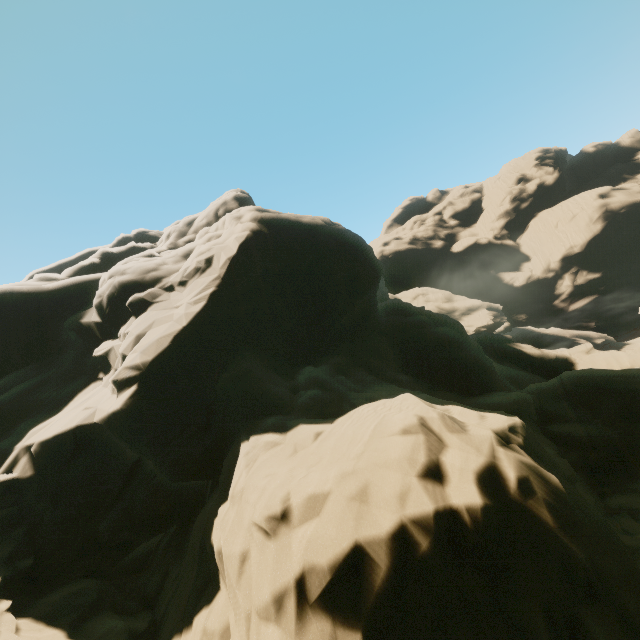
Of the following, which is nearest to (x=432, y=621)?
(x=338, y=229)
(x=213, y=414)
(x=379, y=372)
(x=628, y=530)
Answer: (x=213, y=414)
